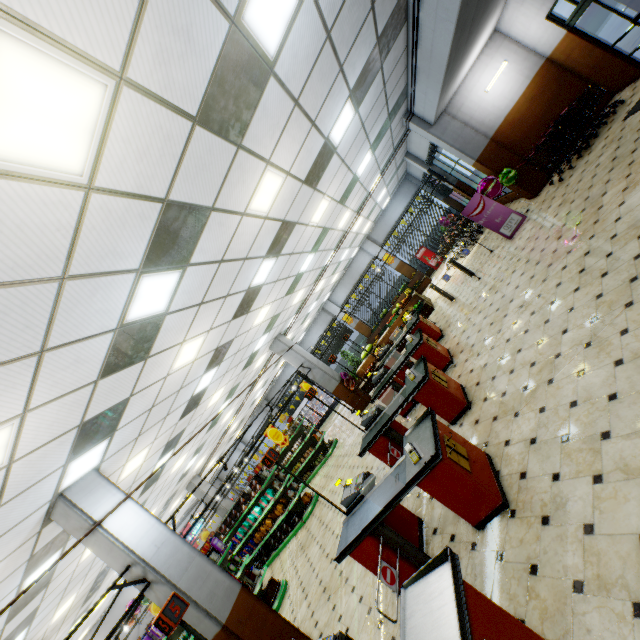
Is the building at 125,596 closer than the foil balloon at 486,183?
No

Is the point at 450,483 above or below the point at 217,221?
below

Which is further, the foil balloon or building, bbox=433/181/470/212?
building, bbox=433/181/470/212

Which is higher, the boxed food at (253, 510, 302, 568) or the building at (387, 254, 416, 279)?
the building at (387, 254, 416, 279)

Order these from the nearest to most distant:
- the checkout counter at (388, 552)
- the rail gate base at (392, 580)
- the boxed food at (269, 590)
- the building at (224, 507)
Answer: the rail gate base at (392, 580) → the checkout counter at (388, 552) → the boxed food at (269, 590) → the building at (224, 507)

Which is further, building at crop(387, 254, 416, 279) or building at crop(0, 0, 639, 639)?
building at crop(387, 254, 416, 279)

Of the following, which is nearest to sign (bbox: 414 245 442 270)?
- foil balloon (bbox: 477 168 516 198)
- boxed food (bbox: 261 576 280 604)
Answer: foil balloon (bbox: 477 168 516 198)

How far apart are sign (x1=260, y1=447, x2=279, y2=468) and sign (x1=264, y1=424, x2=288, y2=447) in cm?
438
